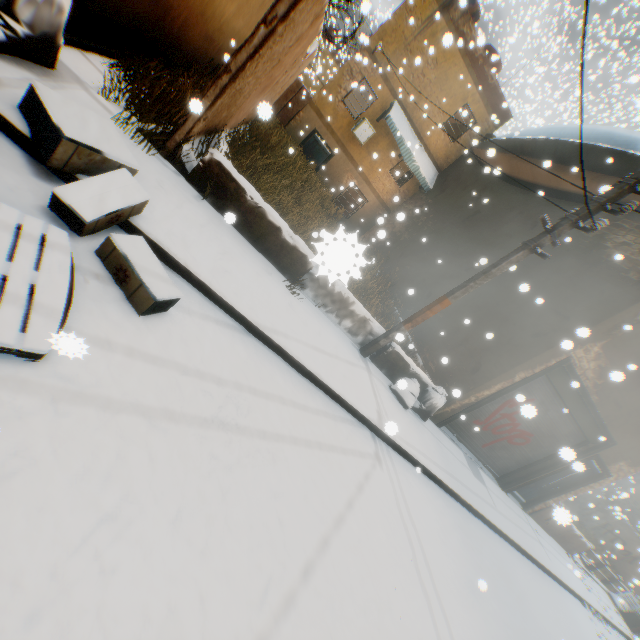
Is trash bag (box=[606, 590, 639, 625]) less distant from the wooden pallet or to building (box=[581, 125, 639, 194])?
building (box=[581, 125, 639, 194])

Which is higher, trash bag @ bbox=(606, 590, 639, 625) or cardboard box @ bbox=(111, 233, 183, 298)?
trash bag @ bbox=(606, 590, 639, 625)

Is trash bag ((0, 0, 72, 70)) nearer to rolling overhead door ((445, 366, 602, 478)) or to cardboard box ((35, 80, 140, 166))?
cardboard box ((35, 80, 140, 166))

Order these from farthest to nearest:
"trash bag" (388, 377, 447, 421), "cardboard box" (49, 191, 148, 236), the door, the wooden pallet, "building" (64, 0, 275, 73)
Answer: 1. the door
2. "trash bag" (388, 377, 447, 421)
3. "building" (64, 0, 275, 73)
4. "cardboard box" (49, 191, 148, 236)
5. the wooden pallet

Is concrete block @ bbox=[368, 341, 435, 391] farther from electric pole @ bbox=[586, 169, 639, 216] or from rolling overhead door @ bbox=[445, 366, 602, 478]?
rolling overhead door @ bbox=[445, 366, 602, 478]

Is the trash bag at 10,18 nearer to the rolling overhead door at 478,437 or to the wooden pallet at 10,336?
the wooden pallet at 10,336

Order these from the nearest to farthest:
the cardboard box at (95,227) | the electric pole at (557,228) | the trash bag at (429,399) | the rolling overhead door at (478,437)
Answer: the cardboard box at (95,227) < the electric pole at (557,228) < the trash bag at (429,399) < the rolling overhead door at (478,437)

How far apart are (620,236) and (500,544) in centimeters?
779cm
